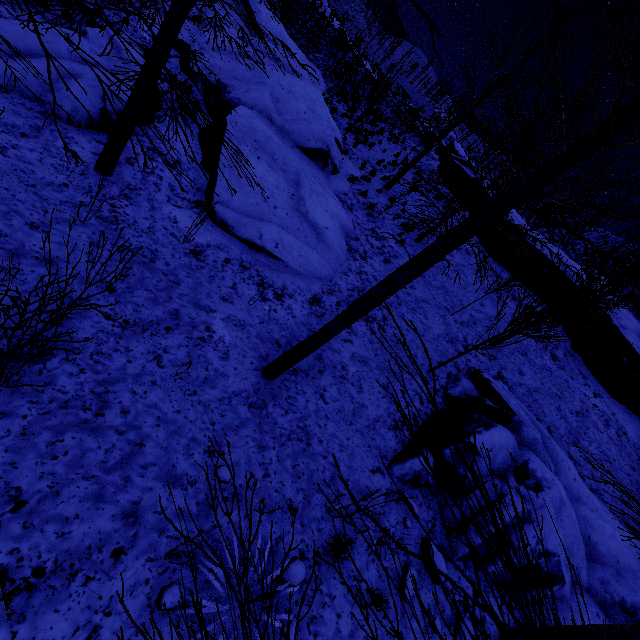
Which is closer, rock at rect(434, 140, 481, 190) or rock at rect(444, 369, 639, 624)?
rock at rect(444, 369, 639, 624)

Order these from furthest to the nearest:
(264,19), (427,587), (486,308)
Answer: (264,19) → (486,308) → (427,587)

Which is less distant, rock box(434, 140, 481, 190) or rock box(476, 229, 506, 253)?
rock box(476, 229, 506, 253)

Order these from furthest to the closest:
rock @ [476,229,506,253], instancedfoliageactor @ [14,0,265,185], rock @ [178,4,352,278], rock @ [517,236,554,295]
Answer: rock @ [476,229,506,253] < rock @ [517,236,554,295] < rock @ [178,4,352,278] < instancedfoliageactor @ [14,0,265,185]

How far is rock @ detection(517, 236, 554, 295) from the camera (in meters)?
13.97

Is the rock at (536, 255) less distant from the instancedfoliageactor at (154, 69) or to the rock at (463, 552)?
the rock at (463, 552)

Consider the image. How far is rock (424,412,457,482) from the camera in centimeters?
609cm

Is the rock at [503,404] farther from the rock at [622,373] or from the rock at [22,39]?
the rock at [622,373]
